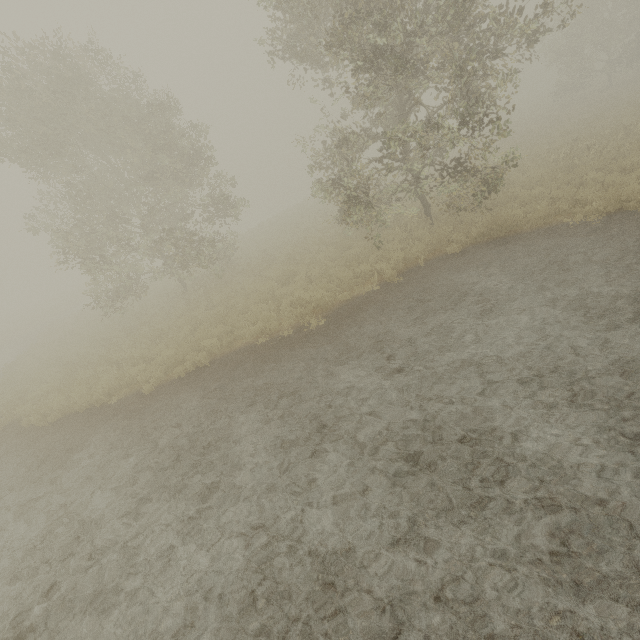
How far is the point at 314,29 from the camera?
11.13m
